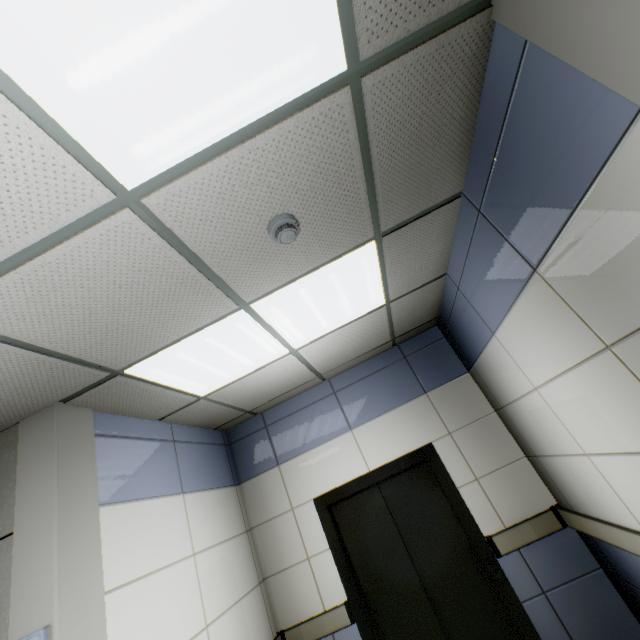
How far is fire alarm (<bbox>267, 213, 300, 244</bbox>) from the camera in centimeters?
161cm

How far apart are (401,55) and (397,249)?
1.2m

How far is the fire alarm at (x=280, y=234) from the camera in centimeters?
161cm

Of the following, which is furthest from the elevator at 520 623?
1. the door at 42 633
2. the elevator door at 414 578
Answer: the door at 42 633

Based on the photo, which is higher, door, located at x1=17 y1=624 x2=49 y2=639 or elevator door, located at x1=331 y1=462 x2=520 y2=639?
door, located at x1=17 y1=624 x2=49 y2=639

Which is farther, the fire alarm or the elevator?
the elevator

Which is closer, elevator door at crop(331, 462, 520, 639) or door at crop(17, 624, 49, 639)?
door at crop(17, 624, 49, 639)

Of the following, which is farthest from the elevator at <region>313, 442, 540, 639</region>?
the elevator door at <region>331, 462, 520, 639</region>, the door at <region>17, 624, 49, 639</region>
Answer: the door at <region>17, 624, 49, 639</region>
